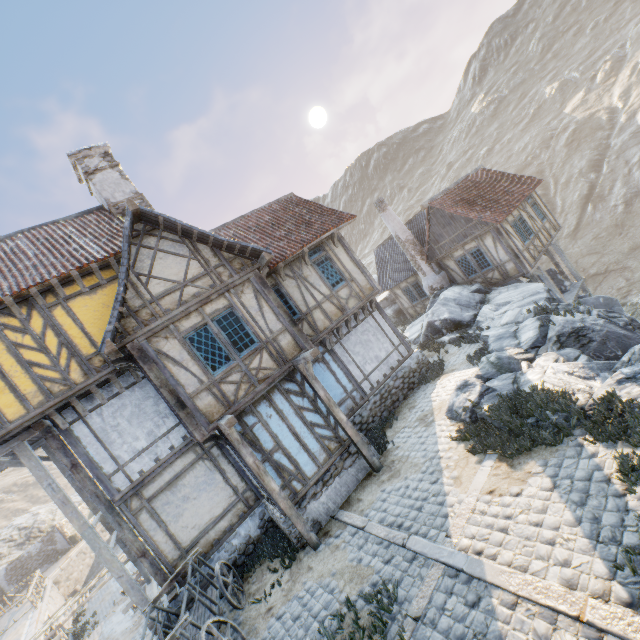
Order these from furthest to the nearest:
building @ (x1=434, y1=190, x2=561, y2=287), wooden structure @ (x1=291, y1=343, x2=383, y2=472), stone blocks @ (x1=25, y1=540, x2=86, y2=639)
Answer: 1. stone blocks @ (x1=25, y1=540, x2=86, y2=639)
2. building @ (x1=434, y1=190, x2=561, y2=287)
3. wooden structure @ (x1=291, y1=343, x2=383, y2=472)

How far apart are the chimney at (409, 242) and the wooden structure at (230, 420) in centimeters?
1496cm

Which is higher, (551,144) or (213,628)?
(551,144)

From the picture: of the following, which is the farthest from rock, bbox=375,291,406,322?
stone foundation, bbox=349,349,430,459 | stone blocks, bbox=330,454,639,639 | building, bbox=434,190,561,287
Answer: stone blocks, bbox=330,454,639,639

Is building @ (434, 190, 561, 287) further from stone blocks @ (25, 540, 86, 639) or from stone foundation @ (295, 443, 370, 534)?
stone blocks @ (25, 540, 86, 639)

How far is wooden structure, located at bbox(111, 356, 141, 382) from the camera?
8.15m

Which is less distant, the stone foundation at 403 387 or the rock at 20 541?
the stone foundation at 403 387

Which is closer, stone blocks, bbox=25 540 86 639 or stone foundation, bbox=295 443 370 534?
stone foundation, bbox=295 443 370 534
